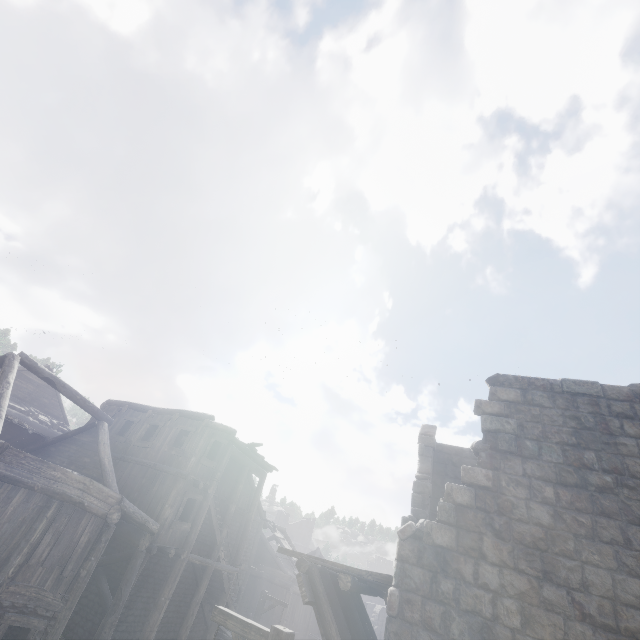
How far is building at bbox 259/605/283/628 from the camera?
22.19m

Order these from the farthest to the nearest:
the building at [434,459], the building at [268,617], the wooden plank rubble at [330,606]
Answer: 1. the building at [268,617]
2. the wooden plank rubble at [330,606]
3. the building at [434,459]

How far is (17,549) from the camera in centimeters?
926cm

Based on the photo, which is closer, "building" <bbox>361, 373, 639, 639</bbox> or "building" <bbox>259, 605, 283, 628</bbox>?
"building" <bbox>361, 373, 639, 639</bbox>

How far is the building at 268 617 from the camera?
22.2m

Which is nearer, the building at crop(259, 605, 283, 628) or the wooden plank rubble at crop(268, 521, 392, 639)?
the wooden plank rubble at crop(268, 521, 392, 639)

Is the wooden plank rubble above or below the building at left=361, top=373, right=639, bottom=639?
below
